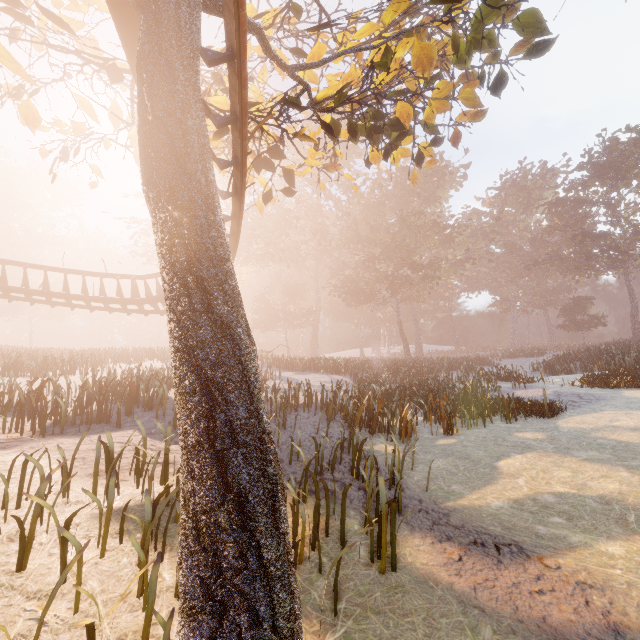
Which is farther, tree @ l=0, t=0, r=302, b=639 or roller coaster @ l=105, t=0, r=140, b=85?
roller coaster @ l=105, t=0, r=140, b=85

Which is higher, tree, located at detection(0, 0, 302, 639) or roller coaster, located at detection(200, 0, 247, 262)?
roller coaster, located at detection(200, 0, 247, 262)

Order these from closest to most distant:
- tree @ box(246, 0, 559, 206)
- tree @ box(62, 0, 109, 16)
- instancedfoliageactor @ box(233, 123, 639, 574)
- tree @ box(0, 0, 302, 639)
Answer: tree @ box(0, 0, 302, 639) → tree @ box(246, 0, 559, 206) → tree @ box(62, 0, 109, 16) → instancedfoliageactor @ box(233, 123, 639, 574)

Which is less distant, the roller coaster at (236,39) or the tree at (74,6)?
the roller coaster at (236,39)

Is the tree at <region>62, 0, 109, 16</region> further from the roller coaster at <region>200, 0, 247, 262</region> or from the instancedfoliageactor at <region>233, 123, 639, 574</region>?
the instancedfoliageactor at <region>233, 123, 639, 574</region>

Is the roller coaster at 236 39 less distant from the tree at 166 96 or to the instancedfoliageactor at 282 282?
the tree at 166 96

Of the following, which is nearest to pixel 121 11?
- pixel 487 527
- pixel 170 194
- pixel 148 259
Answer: pixel 170 194
